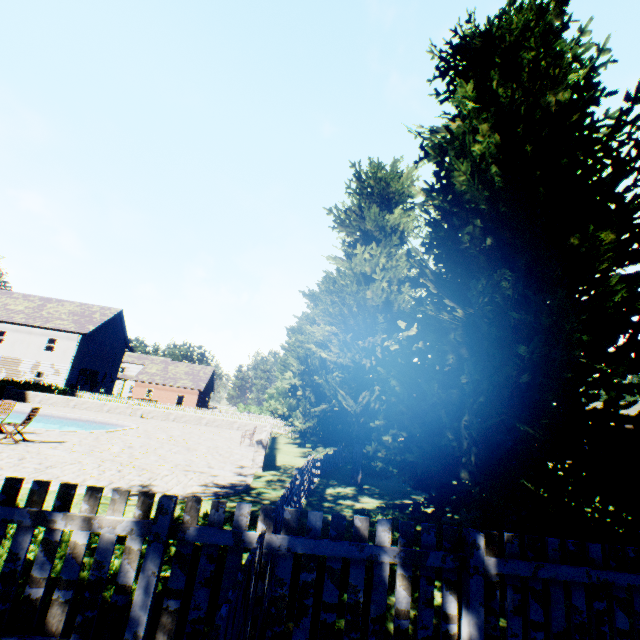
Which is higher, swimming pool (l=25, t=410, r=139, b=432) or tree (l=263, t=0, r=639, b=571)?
tree (l=263, t=0, r=639, b=571)

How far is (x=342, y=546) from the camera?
2.7 meters

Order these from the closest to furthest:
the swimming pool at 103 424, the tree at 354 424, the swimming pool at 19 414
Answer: the tree at 354 424 → the swimming pool at 103 424 → the swimming pool at 19 414

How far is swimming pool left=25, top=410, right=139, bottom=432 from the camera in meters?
15.2 m

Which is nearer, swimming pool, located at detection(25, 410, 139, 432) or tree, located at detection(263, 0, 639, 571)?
tree, located at detection(263, 0, 639, 571)

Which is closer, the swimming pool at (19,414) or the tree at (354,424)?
the tree at (354,424)
